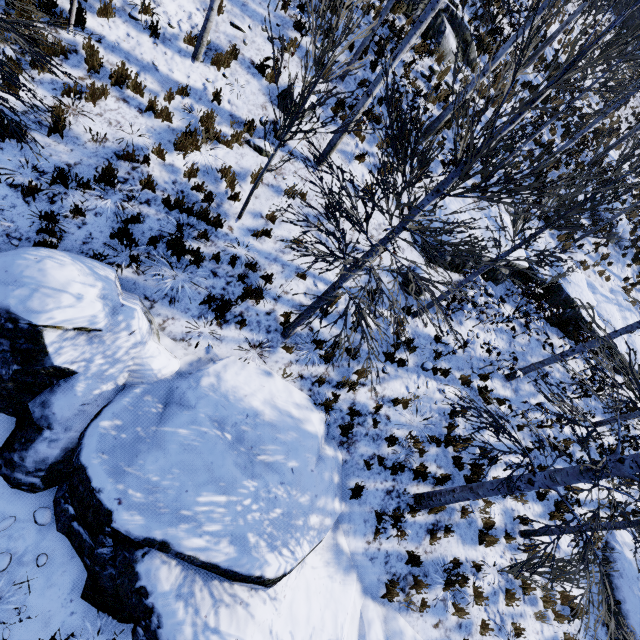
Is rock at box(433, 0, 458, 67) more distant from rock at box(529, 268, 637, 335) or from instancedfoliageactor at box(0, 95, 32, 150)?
instancedfoliageactor at box(0, 95, 32, 150)

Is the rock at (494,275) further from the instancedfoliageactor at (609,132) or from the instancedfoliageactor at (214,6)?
the instancedfoliageactor at (214,6)

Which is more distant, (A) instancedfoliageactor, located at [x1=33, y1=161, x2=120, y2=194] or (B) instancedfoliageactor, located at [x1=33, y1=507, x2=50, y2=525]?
(A) instancedfoliageactor, located at [x1=33, y1=161, x2=120, y2=194]

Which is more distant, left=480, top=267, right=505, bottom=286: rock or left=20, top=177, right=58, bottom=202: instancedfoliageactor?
left=480, top=267, right=505, bottom=286: rock

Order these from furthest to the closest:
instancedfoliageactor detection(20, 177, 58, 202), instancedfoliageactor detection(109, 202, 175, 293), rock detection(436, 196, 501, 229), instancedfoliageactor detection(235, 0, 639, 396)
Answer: rock detection(436, 196, 501, 229) → instancedfoliageactor detection(109, 202, 175, 293) → instancedfoliageactor detection(20, 177, 58, 202) → instancedfoliageactor detection(235, 0, 639, 396)

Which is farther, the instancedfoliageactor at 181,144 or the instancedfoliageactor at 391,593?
the instancedfoliageactor at 181,144

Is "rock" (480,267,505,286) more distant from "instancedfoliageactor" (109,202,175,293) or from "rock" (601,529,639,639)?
"rock" (601,529,639,639)

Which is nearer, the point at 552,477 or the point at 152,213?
the point at 552,477
